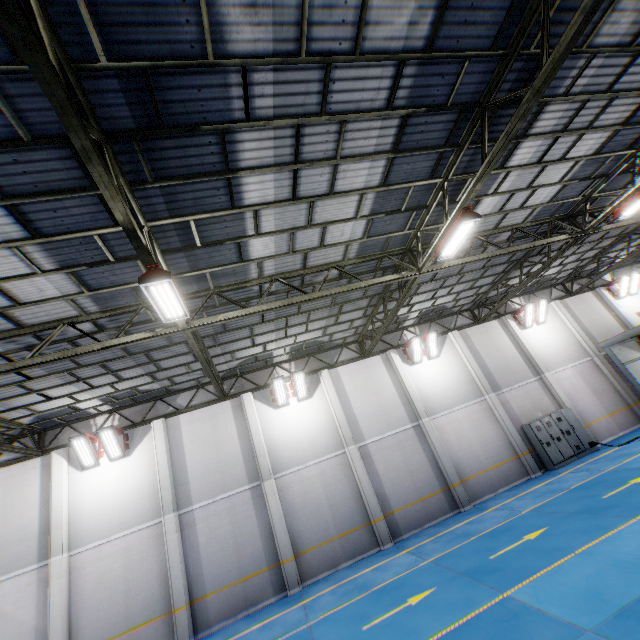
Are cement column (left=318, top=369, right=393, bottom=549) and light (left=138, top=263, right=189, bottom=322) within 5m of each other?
no

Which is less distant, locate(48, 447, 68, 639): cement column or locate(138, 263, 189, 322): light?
locate(138, 263, 189, 322): light

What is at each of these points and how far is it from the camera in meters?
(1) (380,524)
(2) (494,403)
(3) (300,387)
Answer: (1) cement column, 13.5
(2) cement column, 16.7
(3) light, 15.5

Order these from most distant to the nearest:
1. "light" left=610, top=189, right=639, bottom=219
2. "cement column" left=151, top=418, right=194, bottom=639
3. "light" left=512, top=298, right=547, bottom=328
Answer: "light" left=512, top=298, right=547, bottom=328 → "cement column" left=151, top=418, right=194, bottom=639 → "light" left=610, top=189, right=639, bottom=219

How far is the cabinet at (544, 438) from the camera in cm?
1536

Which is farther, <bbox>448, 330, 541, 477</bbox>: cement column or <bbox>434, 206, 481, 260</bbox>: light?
<bbox>448, 330, 541, 477</bbox>: cement column

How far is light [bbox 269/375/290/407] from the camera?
15.0 meters

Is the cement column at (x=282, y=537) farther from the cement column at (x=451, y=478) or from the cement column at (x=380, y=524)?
the cement column at (x=451, y=478)
